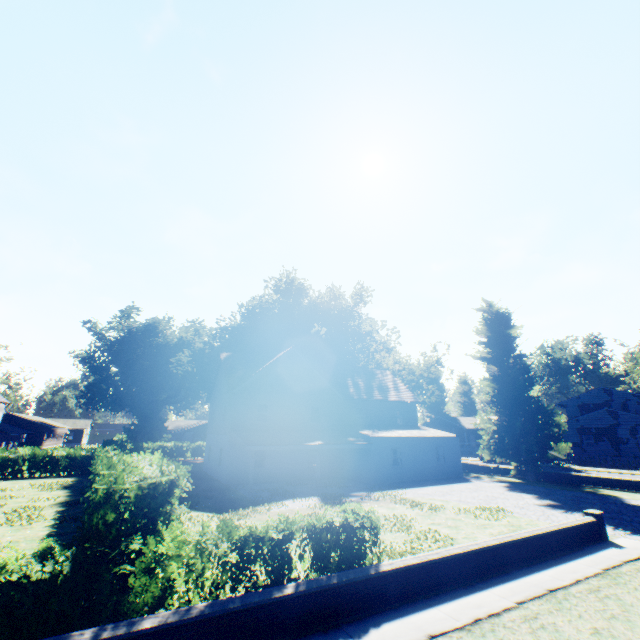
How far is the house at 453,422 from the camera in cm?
5656

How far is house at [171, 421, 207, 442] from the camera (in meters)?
55.12

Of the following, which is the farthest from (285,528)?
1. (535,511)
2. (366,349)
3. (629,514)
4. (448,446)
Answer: (366,349)

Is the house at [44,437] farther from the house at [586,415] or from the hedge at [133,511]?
the house at [586,415]

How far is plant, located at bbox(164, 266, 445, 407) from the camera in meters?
42.4

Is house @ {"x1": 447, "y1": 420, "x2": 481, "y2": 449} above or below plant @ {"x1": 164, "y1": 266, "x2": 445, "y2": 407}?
below

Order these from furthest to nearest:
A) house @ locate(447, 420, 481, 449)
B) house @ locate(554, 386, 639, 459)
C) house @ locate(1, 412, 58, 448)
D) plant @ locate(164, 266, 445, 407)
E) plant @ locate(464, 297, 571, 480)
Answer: house @ locate(447, 420, 481, 449) < house @ locate(1, 412, 58, 448) < plant @ locate(164, 266, 445, 407) < house @ locate(554, 386, 639, 459) < plant @ locate(464, 297, 571, 480)
